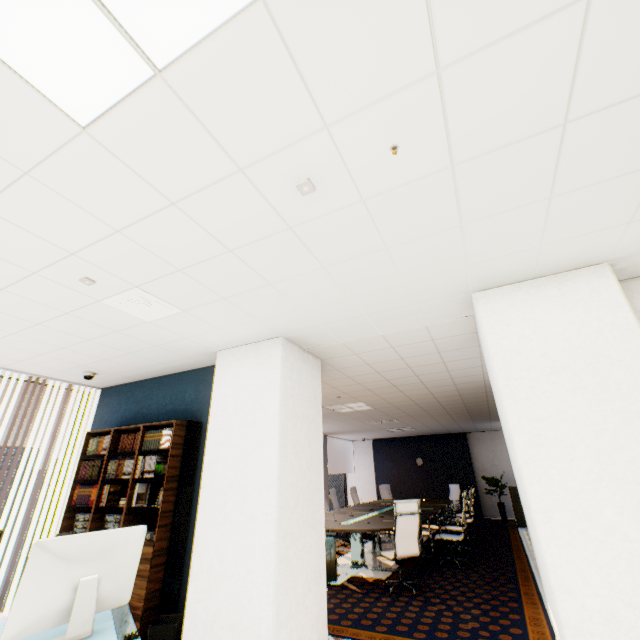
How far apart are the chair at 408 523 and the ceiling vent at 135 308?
4.1 meters

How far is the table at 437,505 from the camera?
5.5m

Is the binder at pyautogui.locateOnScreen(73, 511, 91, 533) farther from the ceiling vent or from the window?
the ceiling vent

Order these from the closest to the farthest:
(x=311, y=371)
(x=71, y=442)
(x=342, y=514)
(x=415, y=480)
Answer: (x=311, y=371), (x=71, y=442), (x=342, y=514), (x=415, y=480)

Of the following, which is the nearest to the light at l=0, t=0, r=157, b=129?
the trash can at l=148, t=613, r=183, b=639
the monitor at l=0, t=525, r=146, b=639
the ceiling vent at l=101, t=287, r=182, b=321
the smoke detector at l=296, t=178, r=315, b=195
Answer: the smoke detector at l=296, t=178, r=315, b=195

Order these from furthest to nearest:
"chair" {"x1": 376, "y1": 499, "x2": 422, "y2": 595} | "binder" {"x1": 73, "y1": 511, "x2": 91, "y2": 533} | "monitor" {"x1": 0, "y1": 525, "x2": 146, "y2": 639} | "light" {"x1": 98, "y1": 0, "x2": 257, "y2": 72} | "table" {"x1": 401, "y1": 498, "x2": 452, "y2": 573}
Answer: "table" {"x1": 401, "y1": 498, "x2": 452, "y2": 573}, "chair" {"x1": 376, "y1": 499, "x2": 422, "y2": 595}, "binder" {"x1": 73, "y1": 511, "x2": 91, "y2": 533}, "monitor" {"x1": 0, "y1": 525, "x2": 146, "y2": 639}, "light" {"x1": 98, "y1": 0, "x2": 257, "y2": 72}

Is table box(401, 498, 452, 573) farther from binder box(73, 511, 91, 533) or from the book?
binder box(73, 511, 91, 533)

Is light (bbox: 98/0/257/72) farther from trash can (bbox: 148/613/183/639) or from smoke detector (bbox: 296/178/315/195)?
trash can (bbox: 148/613/183/639)
